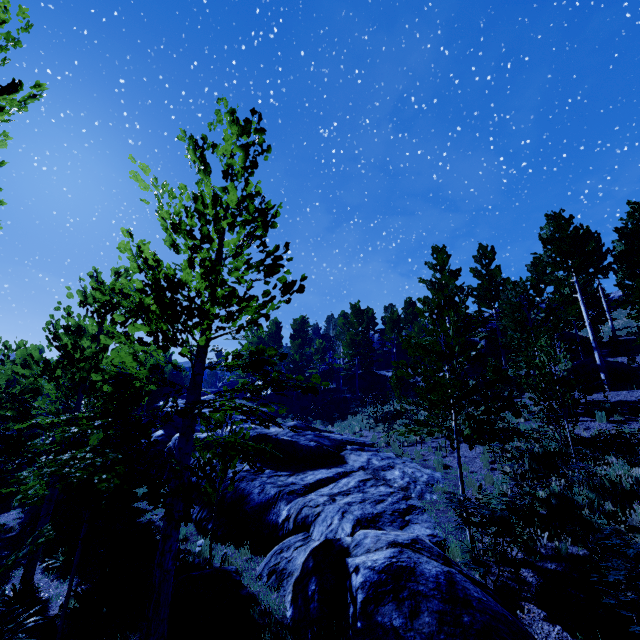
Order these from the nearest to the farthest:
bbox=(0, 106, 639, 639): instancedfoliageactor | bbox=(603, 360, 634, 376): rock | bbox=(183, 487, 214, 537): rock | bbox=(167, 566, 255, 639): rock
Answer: bbox=(0, 106, 639, 639): instancedfoliageactor < bbox=(167, 566, 255, 639): rock < bbox=(183, 487, 214, 537): rock < bbox=(603, 360, 634, 376): rock

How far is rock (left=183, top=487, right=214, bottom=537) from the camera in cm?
1016

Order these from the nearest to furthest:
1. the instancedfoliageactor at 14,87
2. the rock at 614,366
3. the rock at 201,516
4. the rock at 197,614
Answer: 1. the instancedfoliageactor at 14,87
2. the rock at 197,614
3. the rock at 201,516
4. the rock at 614,366

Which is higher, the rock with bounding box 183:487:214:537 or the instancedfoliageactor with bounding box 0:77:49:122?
the instancedfoliageactor with bounding box 0:77:49:122

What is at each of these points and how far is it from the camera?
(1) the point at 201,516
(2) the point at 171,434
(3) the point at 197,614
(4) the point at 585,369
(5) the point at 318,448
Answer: (1) rock, 10.58m
(2) rock, 20.06m
(3) rock, 5.98m
(4) rock, 18.59m
(5) rock, 13.62m

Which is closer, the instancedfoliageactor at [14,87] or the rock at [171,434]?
the instancedfoliageactor at [14,87]

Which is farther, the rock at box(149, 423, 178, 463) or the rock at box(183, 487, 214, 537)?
the rock at box(149, 423, 178, 463)

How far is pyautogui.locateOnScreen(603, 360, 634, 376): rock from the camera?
17.73m
